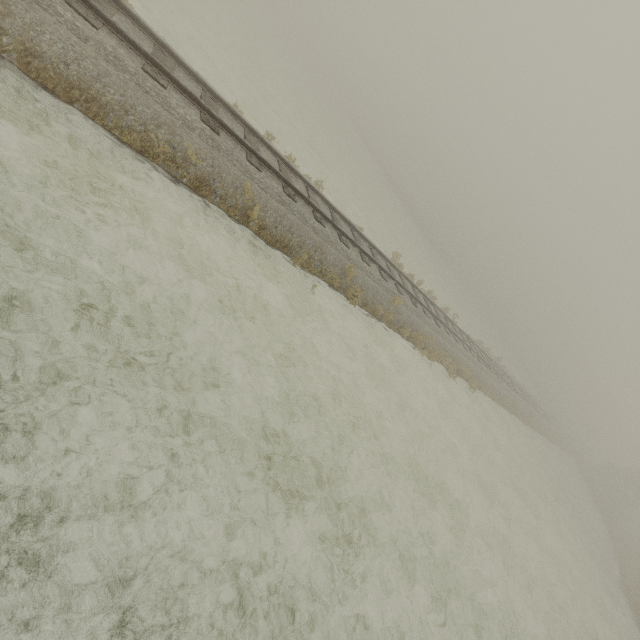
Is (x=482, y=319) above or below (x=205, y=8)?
above
